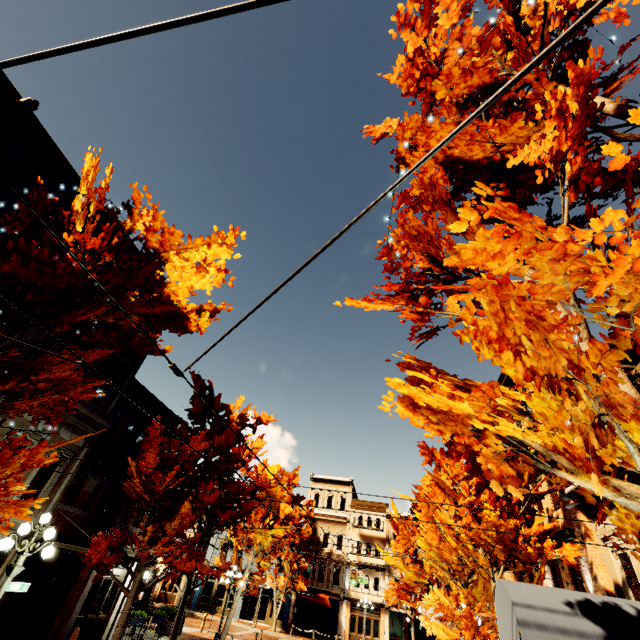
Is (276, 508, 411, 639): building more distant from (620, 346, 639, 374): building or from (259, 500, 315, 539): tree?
(620, 346, 639, 374): building

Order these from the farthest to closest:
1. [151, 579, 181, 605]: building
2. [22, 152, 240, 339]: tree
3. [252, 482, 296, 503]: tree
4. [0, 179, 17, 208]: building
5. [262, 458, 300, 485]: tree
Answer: [151, 579, 181, 605]: building → [262, 458, 300, 485]: tree → [252, 482, 296, 503]: tree → [0, 179, 17, 208]: building → [22, 152, 240, 339]: tree

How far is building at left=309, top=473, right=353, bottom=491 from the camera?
38.7m

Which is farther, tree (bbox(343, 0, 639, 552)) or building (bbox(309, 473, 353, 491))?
building (bbox(309, 473, 353, 491))

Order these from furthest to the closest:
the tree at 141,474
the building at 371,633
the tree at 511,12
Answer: the building at 371,633, the tree at 141,474, the tree at 511,12

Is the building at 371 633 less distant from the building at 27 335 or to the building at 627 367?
the building at 627 367

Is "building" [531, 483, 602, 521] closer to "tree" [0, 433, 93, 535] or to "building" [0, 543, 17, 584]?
"tree" [0, 433, 93, 535]

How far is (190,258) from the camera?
8.1m
